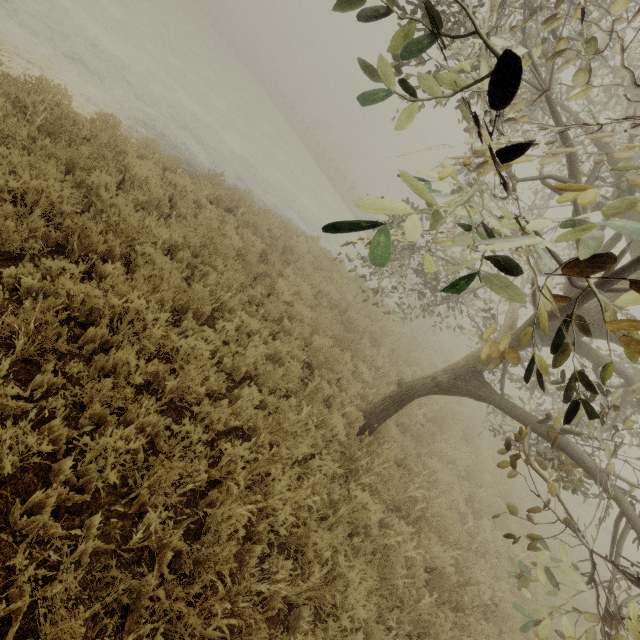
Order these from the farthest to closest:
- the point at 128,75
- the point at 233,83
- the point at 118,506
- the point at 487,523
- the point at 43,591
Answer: the point at 233,83 < the point at 128,75 < the point at 487,523 < the point at 118,506 < the point at 43,591

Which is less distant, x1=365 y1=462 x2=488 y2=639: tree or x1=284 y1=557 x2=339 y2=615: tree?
x1=284 y1=557 x2=339 y2=615: tree

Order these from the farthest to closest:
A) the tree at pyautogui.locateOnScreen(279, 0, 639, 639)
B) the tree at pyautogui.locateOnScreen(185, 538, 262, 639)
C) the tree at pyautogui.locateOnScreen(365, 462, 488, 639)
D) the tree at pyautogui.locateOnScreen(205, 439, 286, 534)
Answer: the tree at pyautogui.locateOnScreen(365, 462, 488, 639) → the tree at pyautogui.locateOnScreen(205, 439, 286, 534) → the tree at pyautogui.locateOnScreen(185, 538, 262, 639) → the tree at pyautogui.locateOnScreen(279, 0, 639, 639)

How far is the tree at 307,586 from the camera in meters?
3.2 m

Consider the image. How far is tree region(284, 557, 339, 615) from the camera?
3.2m

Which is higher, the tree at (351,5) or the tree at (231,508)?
the tree at (351,5)
